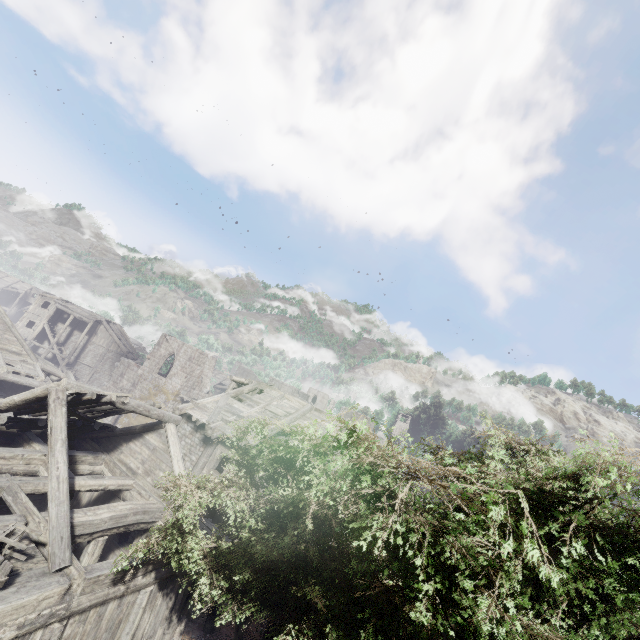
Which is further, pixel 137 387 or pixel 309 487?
pixel 137 387

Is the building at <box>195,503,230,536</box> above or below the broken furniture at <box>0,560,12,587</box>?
below

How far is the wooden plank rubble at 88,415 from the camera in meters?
10.7 m

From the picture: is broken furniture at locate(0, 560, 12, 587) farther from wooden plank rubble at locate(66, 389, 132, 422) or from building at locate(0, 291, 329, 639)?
wooden plank rubble at locate(66, 389, 132, 422)

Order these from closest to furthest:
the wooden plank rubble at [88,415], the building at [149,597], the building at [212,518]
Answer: the building at [149,597]
the wooden plank rubble at [88,415]
the building at [212,518]

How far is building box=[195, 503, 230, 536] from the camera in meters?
12.5

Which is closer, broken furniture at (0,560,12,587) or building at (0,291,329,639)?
broken furniture at (0,560,12,587)

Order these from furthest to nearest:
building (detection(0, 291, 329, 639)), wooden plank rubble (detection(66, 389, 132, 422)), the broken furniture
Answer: wooden plank rubble (detection(66, 389, 132, 422)) → building (detection(0, 291, 329, 639)) → the broken furniture
